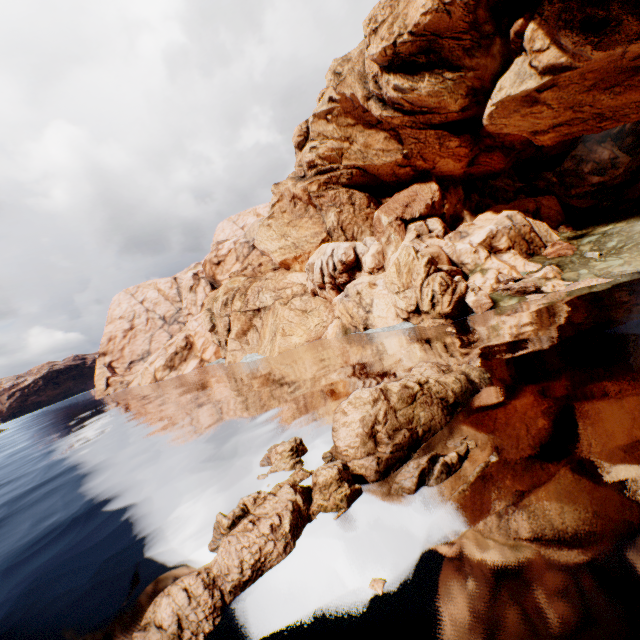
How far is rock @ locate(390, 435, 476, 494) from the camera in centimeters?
1039cm

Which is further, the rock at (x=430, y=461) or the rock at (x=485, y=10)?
the rock at (x=485, y=10)

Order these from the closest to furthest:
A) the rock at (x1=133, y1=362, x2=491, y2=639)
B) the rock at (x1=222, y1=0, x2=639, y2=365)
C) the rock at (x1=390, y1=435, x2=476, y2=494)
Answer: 1. the rock at (x1=133, y1=362, x2=491, y2=639)
2. the rock at (x1=390, y1=435, x2=476, y2=494)
3. the rock at (x1=222, y1=0, x2=639, y2=365)

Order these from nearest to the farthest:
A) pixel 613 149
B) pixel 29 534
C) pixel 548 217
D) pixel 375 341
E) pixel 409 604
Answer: pixel 409 604 < pixel 29 534 < pixel 375 341 < pixel 548 217 < pixel 613 149

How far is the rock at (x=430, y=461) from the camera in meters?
10.4

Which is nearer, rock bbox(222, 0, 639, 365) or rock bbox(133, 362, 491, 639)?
rock bbox(133, 362, 491, 639)

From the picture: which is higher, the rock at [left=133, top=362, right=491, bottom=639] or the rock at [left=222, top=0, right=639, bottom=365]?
the rock at [left=222, top=0, right=639, bottom=365]
